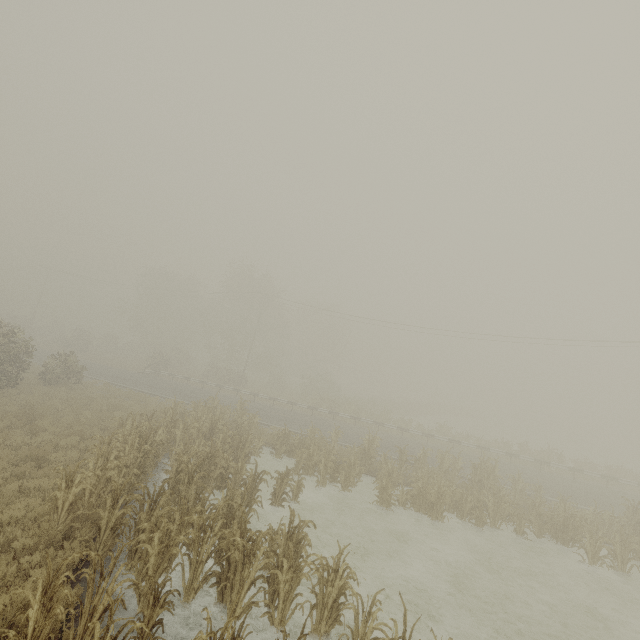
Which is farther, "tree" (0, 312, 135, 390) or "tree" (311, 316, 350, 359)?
"tree" (311, 316, 350, 359)

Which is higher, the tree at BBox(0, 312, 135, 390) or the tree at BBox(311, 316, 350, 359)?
the tree at BBox(311, 316, 350, 359)

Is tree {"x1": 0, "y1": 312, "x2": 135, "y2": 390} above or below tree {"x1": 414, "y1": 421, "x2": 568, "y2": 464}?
above

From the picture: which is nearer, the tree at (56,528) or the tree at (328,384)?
the tree at (56,528)

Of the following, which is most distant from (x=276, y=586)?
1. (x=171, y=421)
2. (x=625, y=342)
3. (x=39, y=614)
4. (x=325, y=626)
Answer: (x=625, y=342)

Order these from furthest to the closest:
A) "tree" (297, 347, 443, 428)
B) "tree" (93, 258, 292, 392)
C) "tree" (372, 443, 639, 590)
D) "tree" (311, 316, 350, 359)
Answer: "tree" (311, 316, 350, 359) → "tree" (93, 258, 292, 392) → "tree" (297, 347, 443, 428) → "tree" (372, 443, 639, 590)

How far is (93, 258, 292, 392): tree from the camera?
43.88m

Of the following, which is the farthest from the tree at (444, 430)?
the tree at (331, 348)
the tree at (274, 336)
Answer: the tree at (274, 336)
